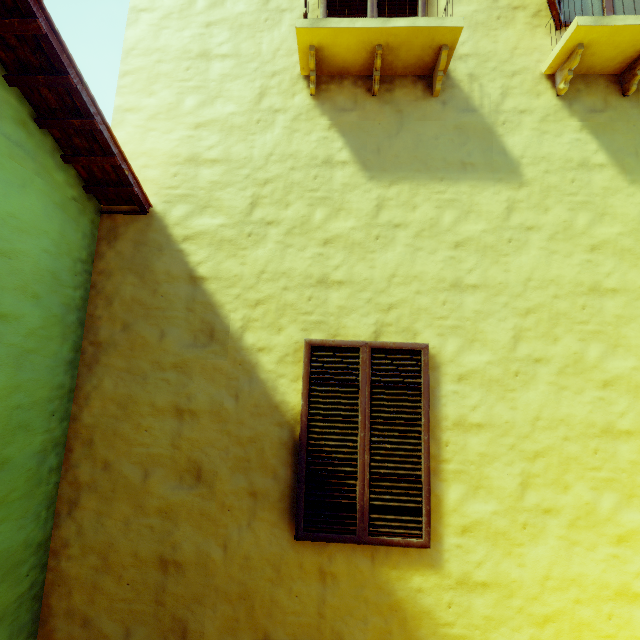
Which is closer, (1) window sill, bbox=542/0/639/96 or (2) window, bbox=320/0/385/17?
(1) window sill, bbox=542/0/639/96

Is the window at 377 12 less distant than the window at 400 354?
No

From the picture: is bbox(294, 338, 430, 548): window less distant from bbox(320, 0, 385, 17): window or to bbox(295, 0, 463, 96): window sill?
bbox(295, 0, 463, 96): window sill

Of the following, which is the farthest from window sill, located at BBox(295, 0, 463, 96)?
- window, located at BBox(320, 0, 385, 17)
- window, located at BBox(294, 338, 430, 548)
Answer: window, located at BBox(294, 338, 430, 548)

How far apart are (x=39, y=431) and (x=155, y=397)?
0.88m

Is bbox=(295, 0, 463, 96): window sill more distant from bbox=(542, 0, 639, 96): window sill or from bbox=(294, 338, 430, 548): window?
bbox=(294, 338, 430, 548): window

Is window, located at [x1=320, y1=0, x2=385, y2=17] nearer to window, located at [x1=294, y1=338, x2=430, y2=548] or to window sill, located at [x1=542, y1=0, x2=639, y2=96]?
window sill, located at [x1=542, y1=0, x2=639, y2=96]

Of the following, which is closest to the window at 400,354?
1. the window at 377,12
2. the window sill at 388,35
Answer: the window sill at 388,35
